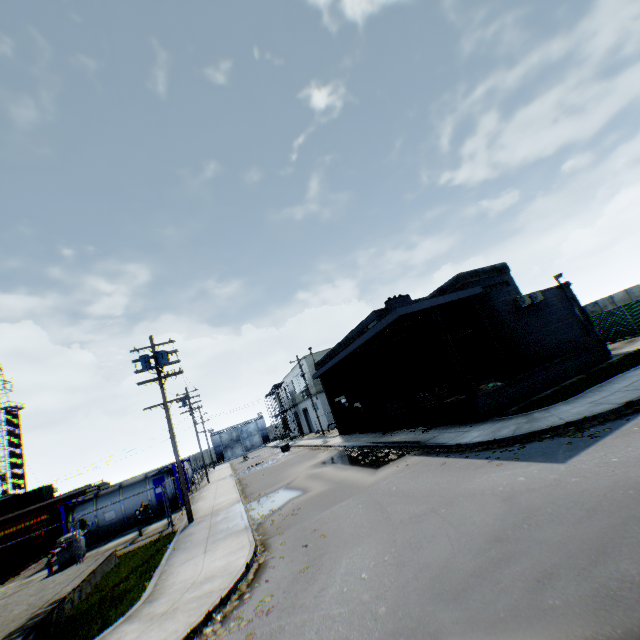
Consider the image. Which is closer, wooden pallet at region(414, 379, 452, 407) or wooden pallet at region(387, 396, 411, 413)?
wooden pallet at region(414, 379, 452, 407)

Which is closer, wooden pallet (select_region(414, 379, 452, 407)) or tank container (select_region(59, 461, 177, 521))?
wooden pallet (select_region(414, 379, 452, 407))

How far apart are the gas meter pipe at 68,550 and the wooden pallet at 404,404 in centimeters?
1860cm

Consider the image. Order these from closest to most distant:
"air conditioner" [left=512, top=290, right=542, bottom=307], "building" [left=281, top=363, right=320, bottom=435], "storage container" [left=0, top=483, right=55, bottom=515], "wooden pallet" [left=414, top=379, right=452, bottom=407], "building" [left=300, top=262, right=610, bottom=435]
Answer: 1. "building" [left=300, top=262, right=610, bottom=435]
2. "wooden pallet" [left=414, top=379, right=452, bottom=407]
3. "air conditioner" [left=512, top=290, right=542, bottom=307]
4. "storage container" [left=0, top=483, right=55, bottom=515]
5. "building" [left=281, top=363, right=320, bottom=435]

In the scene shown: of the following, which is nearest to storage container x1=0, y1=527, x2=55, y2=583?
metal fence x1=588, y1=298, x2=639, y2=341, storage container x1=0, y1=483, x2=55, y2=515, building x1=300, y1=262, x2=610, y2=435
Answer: metal fence x1=588, y1=298, x2=639, y2=341

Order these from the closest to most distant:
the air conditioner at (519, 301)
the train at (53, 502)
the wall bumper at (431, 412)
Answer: the wall bumper at (431, 412), the air conditioner at (519, 301), the train at (53, 502)

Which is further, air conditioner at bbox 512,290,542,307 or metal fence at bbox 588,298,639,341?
metal fence at bbox 588,298,639,341

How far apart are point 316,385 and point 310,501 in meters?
29.2
